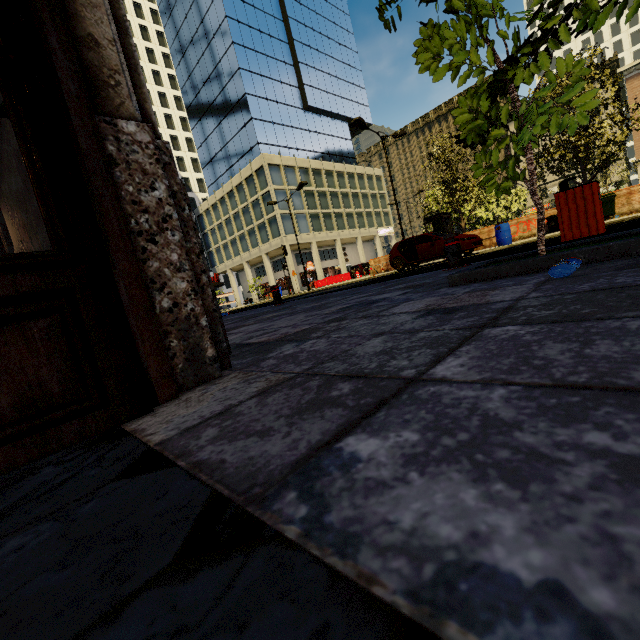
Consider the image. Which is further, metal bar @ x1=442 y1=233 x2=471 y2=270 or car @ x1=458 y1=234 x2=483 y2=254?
car @ x1=458 y1=234 x2=483 y2=254

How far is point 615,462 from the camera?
0.4m

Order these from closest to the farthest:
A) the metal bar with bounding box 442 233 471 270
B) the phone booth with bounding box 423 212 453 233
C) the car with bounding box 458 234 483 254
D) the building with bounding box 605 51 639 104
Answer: the metal bar with bounding box 442 233 471 270
the car with bounding box 458 234 483 254
the phone booth with bounding box 423 212 453 233
the building with bounding box 605 51 639 104

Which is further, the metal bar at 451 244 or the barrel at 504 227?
the barrel at 504 227

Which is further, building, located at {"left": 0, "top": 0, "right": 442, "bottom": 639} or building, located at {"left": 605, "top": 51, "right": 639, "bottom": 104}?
building, located at {"left": 605, "top": 51, "right": 639, "bottom": 104}

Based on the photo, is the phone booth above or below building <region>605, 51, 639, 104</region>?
below

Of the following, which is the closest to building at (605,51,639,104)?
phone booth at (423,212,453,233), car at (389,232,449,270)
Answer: phone booth at (423,212,453,233)

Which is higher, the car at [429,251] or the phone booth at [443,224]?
the phone booth at [443,224]
